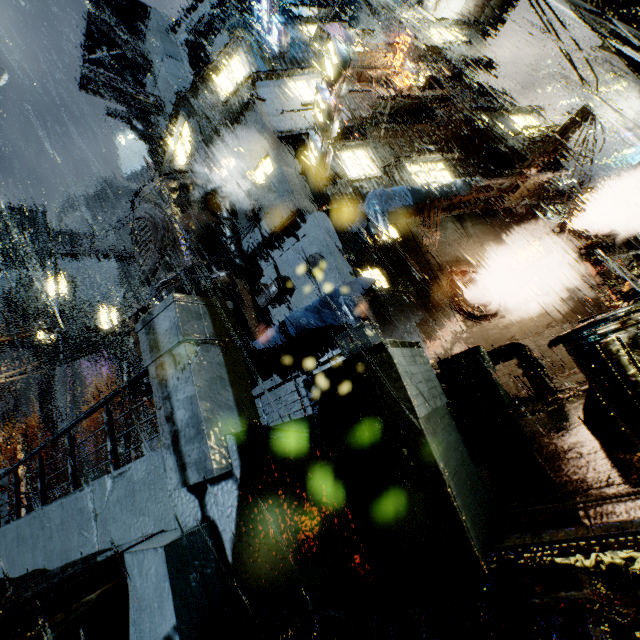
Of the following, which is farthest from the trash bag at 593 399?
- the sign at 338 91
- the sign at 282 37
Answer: the sign at 282 37

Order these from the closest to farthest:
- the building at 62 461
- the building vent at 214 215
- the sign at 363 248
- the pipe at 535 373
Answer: the pipe at 535 373
the sign at 363 248
the building vent at 214 215
the building at 62 461

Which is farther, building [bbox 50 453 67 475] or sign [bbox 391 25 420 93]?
building [bbox 50 453 67 475]

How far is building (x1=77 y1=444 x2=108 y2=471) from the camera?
43.8m

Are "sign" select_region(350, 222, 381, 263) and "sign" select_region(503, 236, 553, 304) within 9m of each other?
yes

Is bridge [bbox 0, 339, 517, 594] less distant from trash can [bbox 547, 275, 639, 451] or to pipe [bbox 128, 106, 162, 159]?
trash can [bbox 547, 275, 639, 451]

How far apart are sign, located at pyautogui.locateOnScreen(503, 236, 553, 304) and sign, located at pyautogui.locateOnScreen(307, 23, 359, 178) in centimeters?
910cm

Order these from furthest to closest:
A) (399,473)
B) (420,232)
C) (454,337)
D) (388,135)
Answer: (388,135)
(420,232)
(454,337)
(399,473)
